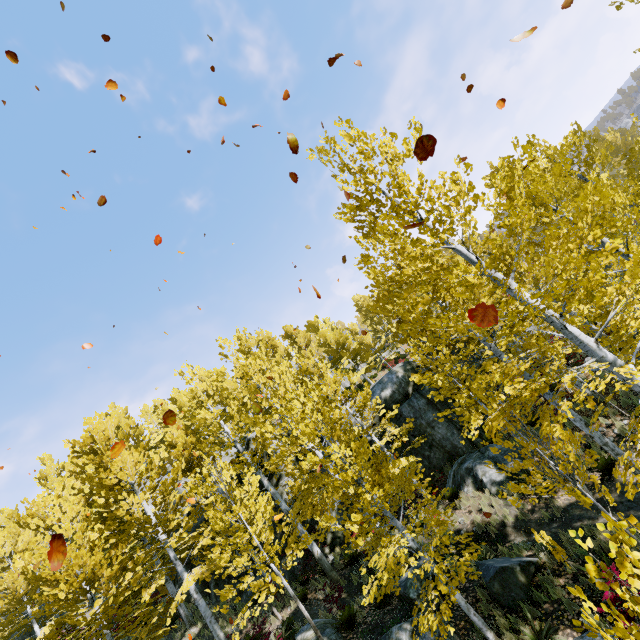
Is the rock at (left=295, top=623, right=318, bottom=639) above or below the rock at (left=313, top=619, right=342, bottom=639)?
above

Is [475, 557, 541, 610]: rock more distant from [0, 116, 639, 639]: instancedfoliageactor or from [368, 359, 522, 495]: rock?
[368, 359, 522, 495]: rock

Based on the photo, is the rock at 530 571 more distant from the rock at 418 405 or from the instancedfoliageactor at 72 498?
the rock at 418 405

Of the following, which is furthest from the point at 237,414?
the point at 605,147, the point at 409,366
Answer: the point at 605,147

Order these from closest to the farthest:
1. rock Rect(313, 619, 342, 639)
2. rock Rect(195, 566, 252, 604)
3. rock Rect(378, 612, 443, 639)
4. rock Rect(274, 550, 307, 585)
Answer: rock Rect(378, 612, 443, 639), rock Rect(313, 619, 342, 639), rock Rect(274, 550, 307, 585), rock Rect(195, 566, 252, 604)

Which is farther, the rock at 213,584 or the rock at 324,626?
the rock at 213,584
